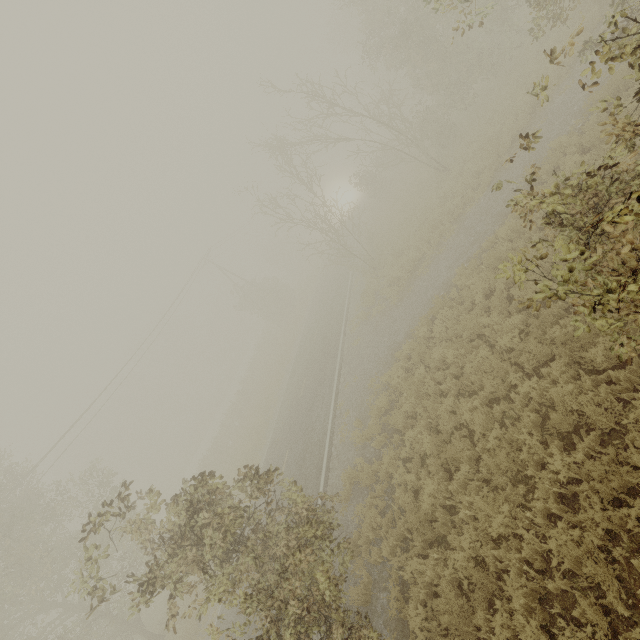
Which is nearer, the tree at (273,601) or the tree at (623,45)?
the tree at (623,45)

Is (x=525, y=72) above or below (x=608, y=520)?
above

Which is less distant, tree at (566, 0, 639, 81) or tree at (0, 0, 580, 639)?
tree at (566, 0, 639, 81)
